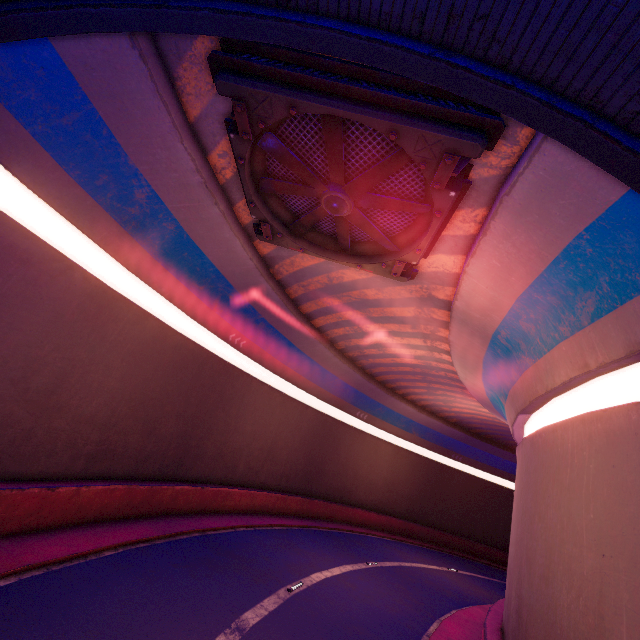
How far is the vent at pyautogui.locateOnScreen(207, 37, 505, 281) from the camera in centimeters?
603cm

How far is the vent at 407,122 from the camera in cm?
603

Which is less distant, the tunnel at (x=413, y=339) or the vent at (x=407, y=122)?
the tunnel at (x=413, y=339)

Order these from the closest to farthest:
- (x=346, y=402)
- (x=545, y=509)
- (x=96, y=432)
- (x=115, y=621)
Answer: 1. (x=115, y=621)
2. (x=545, y=509)
3. (x=96, y=432)
4. (x=346, y=402)

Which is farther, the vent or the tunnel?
the vent
